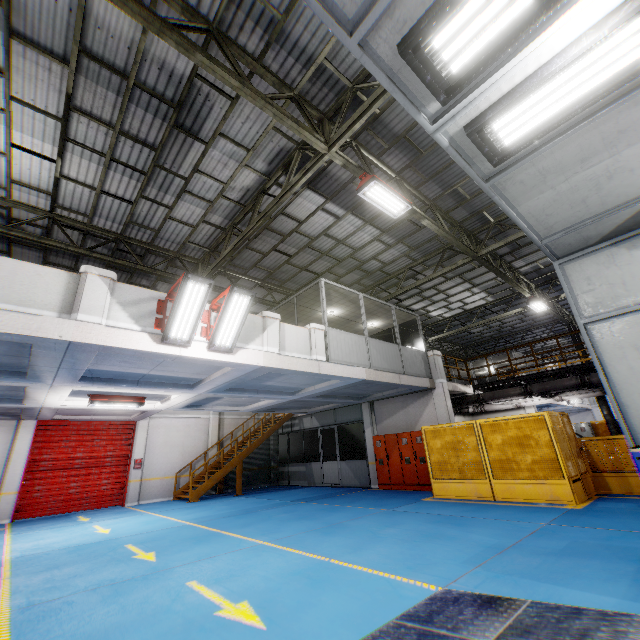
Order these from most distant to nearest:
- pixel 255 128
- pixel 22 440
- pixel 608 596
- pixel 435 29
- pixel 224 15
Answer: pixel 22 440 → pixel 255 128 → pixel 224 15 → pixel 608 596 → pixel 435 29

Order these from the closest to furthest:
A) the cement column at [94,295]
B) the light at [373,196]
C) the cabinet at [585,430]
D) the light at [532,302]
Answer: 1. the cement column at [94,295]
2. the light at [373,196]
3. the light at [532,302]
4. the cabinet at [585,430]

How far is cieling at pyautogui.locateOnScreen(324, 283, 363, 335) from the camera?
12.0m

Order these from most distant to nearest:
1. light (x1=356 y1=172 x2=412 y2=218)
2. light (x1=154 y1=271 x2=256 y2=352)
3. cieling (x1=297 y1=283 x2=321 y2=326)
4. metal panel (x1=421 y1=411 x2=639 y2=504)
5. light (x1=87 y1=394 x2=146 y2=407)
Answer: cieling (x1=297 y1=283 x2=321 y2=326), light (x1=87 y1=394 x2=146 y2=407), metal panel (x1=421 y1=411 x2=639 y2=504), light (x1=356 y1=172 x2=412 y2=218), light (x1=154 y1=271 x2=256 y2=352)

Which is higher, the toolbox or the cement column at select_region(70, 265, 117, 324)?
the cement column at select_region(70, 265, 117, 324)

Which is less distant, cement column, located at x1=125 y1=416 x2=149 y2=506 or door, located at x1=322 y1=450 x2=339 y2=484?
cement column, located at x1=125 y1=416 x2=149 y2=506

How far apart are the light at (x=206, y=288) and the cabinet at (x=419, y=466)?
9.9 meters

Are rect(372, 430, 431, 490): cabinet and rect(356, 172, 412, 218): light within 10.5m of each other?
yes
